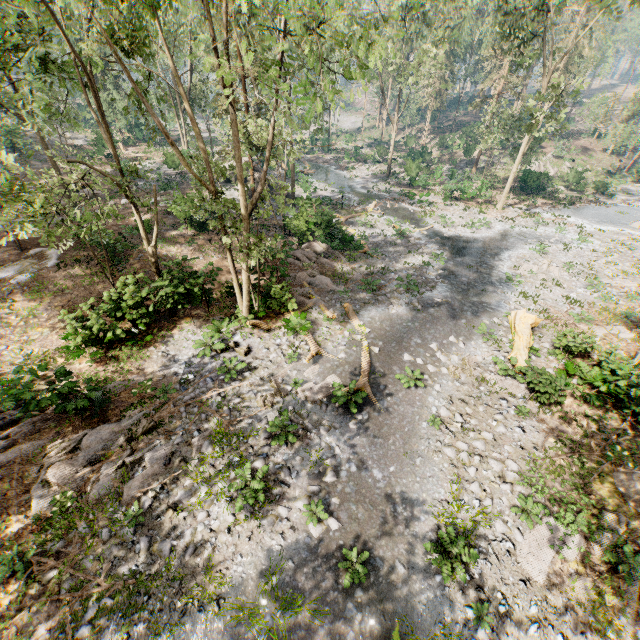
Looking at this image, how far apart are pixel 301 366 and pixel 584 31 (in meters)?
69.64

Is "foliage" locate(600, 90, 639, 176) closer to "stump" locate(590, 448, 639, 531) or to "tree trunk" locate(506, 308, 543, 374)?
"tree trunk" locate(506, 308, 543, 374)

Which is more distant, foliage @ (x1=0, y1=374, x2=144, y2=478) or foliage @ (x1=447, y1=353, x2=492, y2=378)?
foliage @ (x1=447, y1=353, x2=492, y2=378)

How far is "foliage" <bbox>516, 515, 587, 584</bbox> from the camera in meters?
8.8

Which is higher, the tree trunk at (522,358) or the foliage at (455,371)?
the tree trunk at (522,358)

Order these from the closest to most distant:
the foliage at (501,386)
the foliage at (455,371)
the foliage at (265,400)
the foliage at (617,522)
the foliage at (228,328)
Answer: the foliage at (617,522), the foliage at (265,400), the foliage at (501,386), the foliage at (455,371), the foliage at (228,328)

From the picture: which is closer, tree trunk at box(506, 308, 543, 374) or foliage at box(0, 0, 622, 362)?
foliage at box(0, 0, 622, 362)

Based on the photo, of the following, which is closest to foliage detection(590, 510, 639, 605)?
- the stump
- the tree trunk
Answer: the tree trunk
